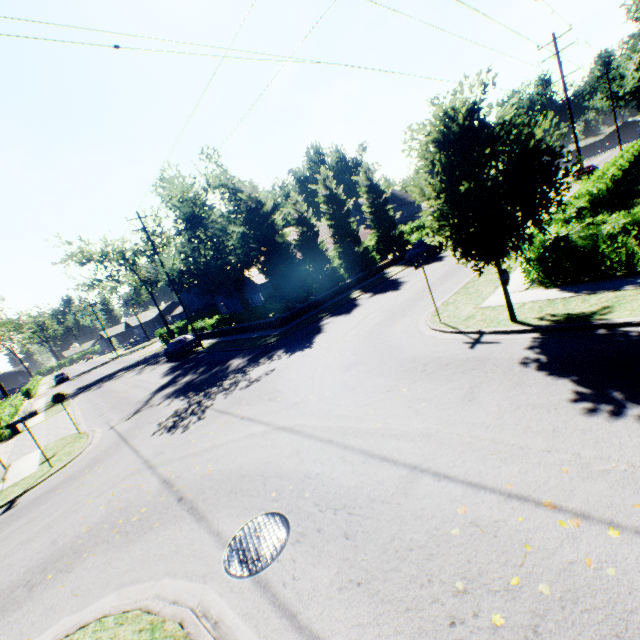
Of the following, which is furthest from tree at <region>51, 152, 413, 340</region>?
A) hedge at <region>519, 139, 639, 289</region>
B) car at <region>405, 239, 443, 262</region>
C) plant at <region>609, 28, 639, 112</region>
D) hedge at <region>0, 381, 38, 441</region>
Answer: hedge at <region>0, 381, 38, 441</region>

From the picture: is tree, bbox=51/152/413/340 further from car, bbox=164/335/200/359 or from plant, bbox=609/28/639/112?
car, bbox=164/335/200/359

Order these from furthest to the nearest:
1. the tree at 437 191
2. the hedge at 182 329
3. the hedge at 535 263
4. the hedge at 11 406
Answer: the hedge at 182 329 → the hedge at 11 406 → the hedge at 535 263 → the tree at 437 191

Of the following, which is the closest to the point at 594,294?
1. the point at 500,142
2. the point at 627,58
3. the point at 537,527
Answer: the point at 500,142

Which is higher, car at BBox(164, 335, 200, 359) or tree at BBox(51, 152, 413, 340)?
tree at BBox(51, 152, 413, 340)

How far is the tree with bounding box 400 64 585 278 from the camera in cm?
721

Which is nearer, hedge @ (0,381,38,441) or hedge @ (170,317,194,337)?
hedge @ (0,381,38,441)

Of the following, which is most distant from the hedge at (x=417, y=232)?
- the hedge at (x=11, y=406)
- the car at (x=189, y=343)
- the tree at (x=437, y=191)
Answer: the hedge at (x=11, y=406)
